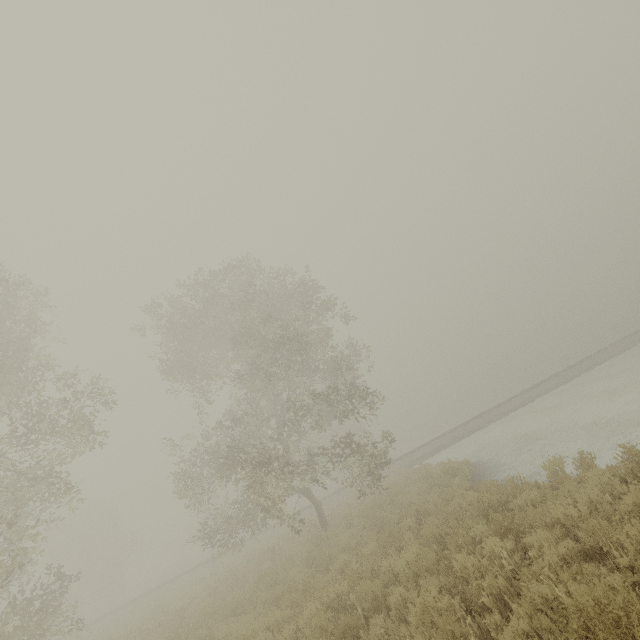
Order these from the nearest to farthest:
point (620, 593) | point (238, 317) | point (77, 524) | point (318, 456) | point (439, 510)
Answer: point (620, 593) → point (439, 510) → point (238, 317) → point (318, 456) → point (77, 524)

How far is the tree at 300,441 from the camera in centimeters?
1454cm

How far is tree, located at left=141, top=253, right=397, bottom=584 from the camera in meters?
14.5 m
